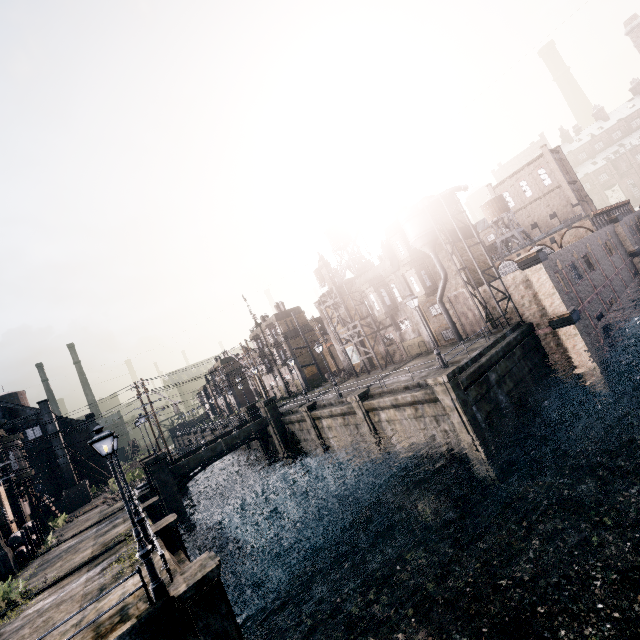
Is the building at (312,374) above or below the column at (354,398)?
above

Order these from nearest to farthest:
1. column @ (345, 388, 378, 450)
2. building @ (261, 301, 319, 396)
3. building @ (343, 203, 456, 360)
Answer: column @ (345, 388, 378, 450) < building @ (343, 203, 456, 360) < building @ (261, 301, 319, 396)

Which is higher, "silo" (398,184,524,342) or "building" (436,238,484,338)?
"silo" (398,184,524,342)

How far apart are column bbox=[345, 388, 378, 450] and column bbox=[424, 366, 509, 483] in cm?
691

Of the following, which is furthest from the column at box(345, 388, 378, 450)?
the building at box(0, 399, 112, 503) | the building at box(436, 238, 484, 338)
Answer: the building at box(0, 399, 112, 503)

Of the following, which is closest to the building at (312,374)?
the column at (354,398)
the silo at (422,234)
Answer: the column at (354,398)

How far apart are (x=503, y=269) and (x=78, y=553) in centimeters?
5763cm

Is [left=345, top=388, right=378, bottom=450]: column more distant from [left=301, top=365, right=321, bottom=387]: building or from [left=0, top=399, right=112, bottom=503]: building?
[left=301, top=365, right=321, bottom=387]: building
